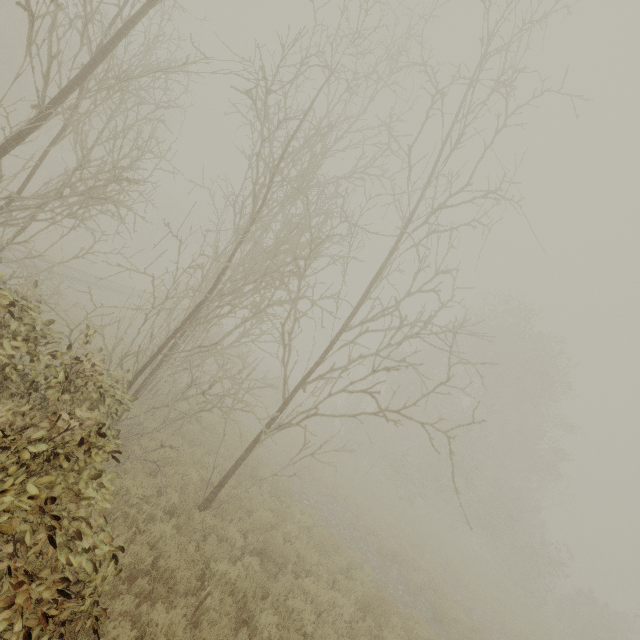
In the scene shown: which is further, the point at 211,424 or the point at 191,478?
the point at 211,424
